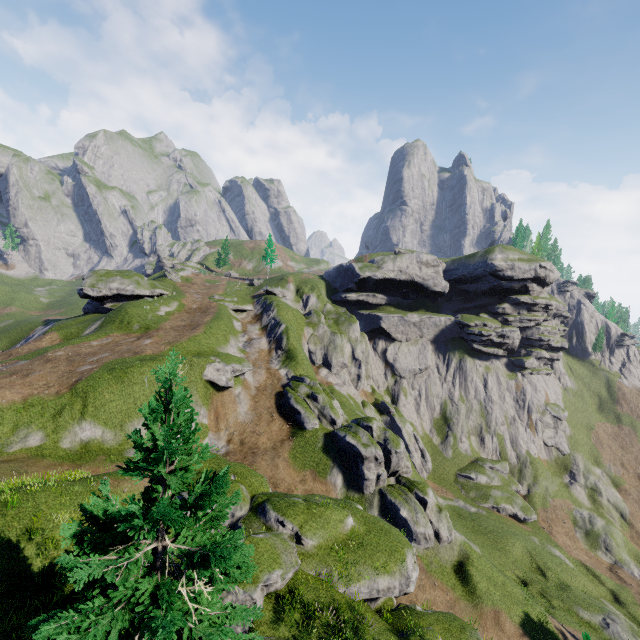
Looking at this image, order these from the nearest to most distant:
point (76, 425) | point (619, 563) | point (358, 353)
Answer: point (76, 425) < point (619, 563) < point (358, 353)

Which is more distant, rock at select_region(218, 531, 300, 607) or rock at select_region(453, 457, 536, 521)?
rock at select_region(453, 457, 536, 521)

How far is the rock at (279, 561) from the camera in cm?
1361

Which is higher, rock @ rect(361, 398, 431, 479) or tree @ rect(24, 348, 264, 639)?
tree @ rect(24, 348, 264, 639)

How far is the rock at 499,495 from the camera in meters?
48.8 m

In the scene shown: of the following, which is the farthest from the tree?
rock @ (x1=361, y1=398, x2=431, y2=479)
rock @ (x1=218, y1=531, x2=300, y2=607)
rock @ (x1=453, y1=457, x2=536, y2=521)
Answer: rock @ (x1=453, y1=457, x2=536, y2=521)

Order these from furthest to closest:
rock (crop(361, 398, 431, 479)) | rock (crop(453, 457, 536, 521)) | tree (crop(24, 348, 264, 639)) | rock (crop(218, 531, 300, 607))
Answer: rock (crop(361, 398, 431, 479)) → rock (crop(453, 457, 536, 521)) → rock (crop(218, 531, 300, 607)) → tree (crop(24, 348, 264, 639))
